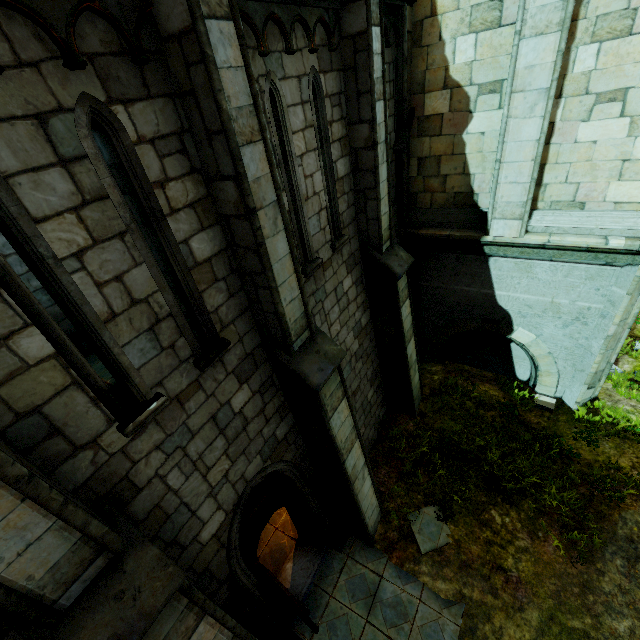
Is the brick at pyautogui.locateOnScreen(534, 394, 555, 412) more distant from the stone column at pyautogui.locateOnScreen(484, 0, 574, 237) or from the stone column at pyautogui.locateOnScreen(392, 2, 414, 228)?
the stone column at pyautogui.locateOnScreen(392, 2, 414, 228)

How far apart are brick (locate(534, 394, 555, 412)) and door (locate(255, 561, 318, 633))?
7.5m

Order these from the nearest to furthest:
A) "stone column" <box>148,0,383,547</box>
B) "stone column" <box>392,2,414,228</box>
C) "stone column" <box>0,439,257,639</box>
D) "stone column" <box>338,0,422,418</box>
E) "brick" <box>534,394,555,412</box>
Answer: "stone column" <box>0,439,257,639</box>
"stone column" <box>148,0,383,547</box>
"stone column" <box>338,0,422,418</box>
"stone column" <box>392,2,414,228</box>
"brick" <box>534,394,555,412</box>

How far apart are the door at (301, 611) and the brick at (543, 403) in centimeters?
747cm

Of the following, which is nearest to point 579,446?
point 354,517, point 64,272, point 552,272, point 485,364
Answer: point 485,364

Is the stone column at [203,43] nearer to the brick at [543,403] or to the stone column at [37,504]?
the stone column at [37,504]

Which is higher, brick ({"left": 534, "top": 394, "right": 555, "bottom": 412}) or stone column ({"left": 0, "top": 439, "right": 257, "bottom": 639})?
stone column ({"left": 0, "top": 439, "right": 257, "bottom": 639})

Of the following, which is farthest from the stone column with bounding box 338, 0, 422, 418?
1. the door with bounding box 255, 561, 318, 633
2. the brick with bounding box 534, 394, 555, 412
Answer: the door with bounding box 255, 561, 318, 633
